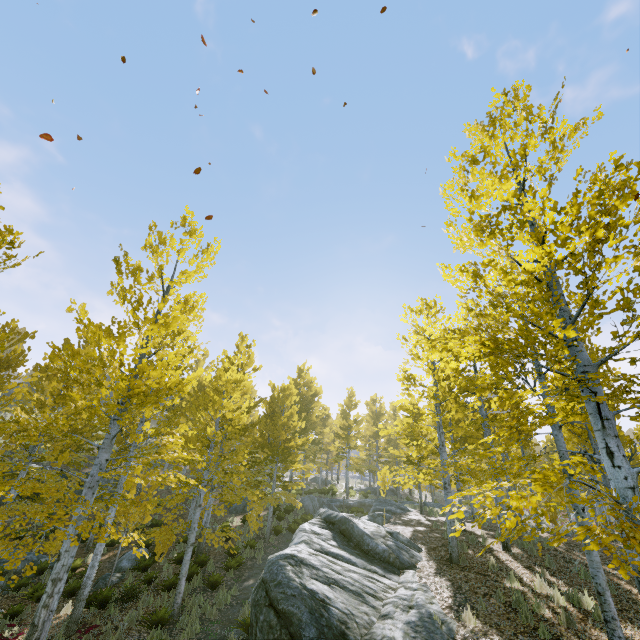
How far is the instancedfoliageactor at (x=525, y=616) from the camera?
7.12m

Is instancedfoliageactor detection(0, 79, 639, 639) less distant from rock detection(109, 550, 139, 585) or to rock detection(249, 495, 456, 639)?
rock detection(249, 495, 456, 639)

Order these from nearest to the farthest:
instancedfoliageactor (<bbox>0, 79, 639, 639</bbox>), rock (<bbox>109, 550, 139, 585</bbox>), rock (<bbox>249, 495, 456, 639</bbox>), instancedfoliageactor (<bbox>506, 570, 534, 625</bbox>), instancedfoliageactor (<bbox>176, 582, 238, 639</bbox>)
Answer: instancedfoliageactor (<bbox>0, 79, 639, 639</bbox>) < rock (<bbox>249, 495, 456, 639</bbox>) < instancedfoliageactor (<bbox>506, 570, 534, 625</bbox>) < instancedfoliageactor (<bbox>176, 582, 238, 639</bbox>) < rock (<bbox>109, 550, 139, 585</bbox>)

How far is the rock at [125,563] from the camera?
13.8m

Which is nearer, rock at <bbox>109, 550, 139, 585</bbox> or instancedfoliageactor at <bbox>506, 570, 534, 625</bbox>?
instancedfoliageactor at <bbox>506, 570, 534, 625</bbox>

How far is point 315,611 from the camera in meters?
6.6

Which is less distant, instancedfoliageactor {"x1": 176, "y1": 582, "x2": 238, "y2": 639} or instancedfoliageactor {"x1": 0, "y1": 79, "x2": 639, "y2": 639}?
instancedfoliageactor {"x1": 0, "y1": 79, "x2": 639, "y2": 639}
